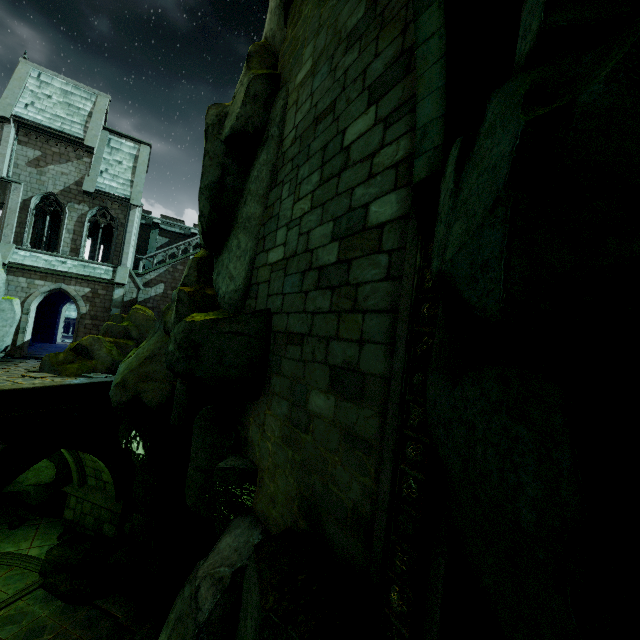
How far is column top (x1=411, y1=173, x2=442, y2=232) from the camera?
3.5 meters

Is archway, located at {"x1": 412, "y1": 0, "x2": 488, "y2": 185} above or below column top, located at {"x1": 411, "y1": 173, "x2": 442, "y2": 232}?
above

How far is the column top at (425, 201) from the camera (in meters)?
3.47

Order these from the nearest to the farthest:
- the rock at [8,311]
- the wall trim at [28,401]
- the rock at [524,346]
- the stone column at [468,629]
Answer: the rock at [524,346], the stone column at [468,629], the wall trim at [28,401], the rock at [8,311]

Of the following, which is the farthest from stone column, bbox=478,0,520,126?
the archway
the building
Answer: the building

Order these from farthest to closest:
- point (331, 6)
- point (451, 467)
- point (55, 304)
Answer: point (55, 304)
point (331, 6)
point (451, 467)

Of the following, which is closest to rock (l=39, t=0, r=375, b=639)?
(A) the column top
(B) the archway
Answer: (B) the archway

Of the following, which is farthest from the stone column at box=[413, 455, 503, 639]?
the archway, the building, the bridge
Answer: the building
